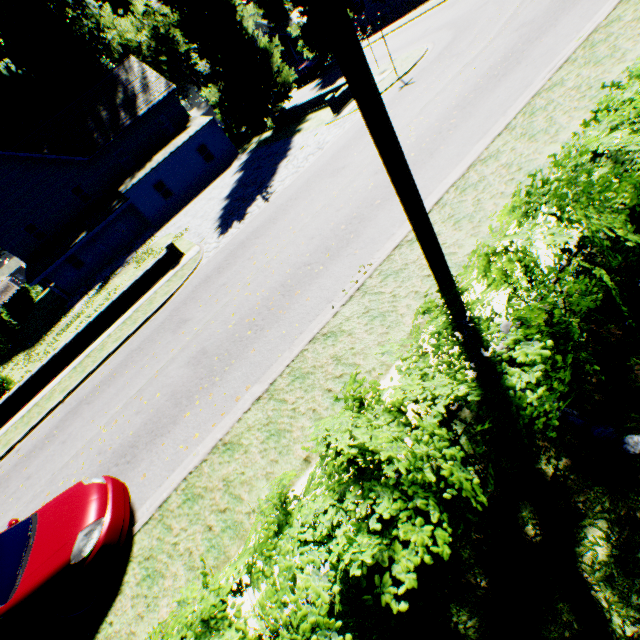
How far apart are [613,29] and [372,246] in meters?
7.9 m

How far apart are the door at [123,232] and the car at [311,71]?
25.5 meters

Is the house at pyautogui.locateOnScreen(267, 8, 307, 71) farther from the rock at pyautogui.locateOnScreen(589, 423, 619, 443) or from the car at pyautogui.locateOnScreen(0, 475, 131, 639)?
the car at pyautogui.locateOnScreen(0, 475, 131, 639)

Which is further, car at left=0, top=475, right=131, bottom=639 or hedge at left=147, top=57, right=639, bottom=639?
car at left=0, top=475, right=131, bottom=639

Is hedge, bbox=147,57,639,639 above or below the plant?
below

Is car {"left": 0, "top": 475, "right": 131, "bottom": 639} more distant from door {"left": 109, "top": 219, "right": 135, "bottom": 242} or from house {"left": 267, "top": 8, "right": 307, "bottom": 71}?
house {"left": 267, "top": 8, "right": 307, "bottom": 71}

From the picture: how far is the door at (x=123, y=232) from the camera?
30.6 meters

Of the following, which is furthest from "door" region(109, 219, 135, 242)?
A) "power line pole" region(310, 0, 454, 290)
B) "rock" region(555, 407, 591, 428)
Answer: "rock" region(555, 407, 591, 428)
